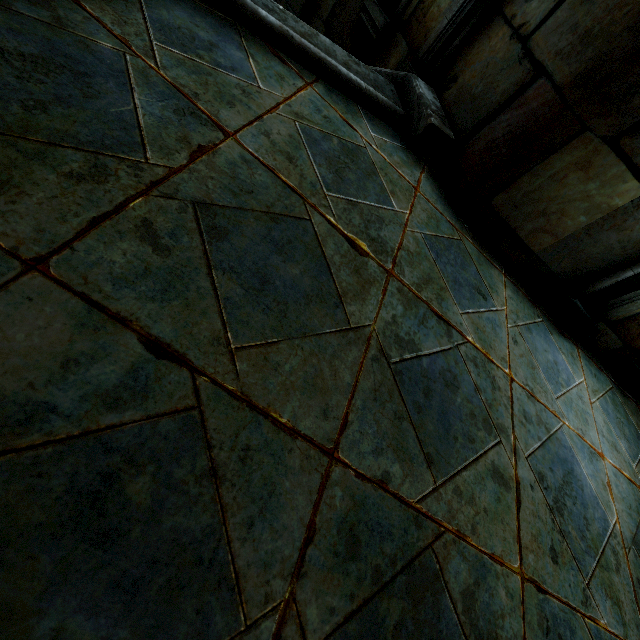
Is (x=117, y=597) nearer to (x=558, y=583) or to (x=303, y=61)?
(x=558, y=583)
